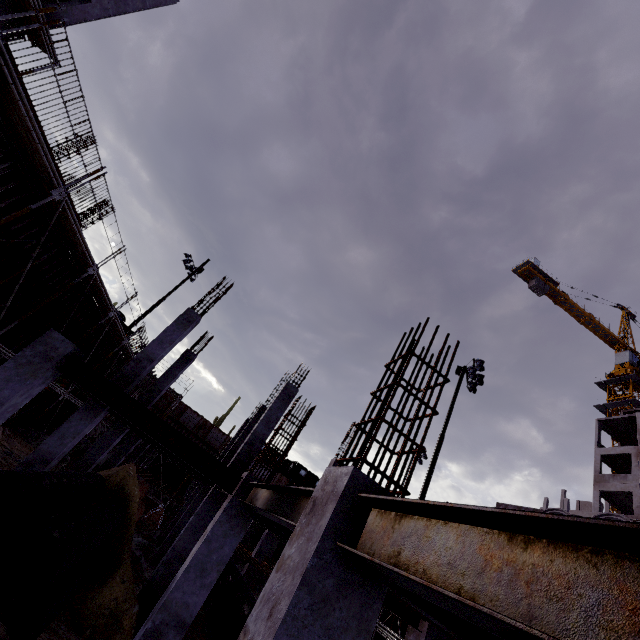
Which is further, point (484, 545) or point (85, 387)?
point (85, 387)

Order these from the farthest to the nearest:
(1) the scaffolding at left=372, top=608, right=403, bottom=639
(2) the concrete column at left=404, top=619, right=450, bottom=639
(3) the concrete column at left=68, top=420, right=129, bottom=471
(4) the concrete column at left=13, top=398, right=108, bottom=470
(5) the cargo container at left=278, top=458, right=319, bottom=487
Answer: (5) the cargo container at left=278, top=458, right=319, bottom=487, (3) the concrete column at left=68, top=420, right=129, bottom=471, (1) the scaffolding at left=372, top=608, right=403, bottom=639, (4) the concrete column at left=13, top=398, right=108, bottom=470, (2) the concrete column at left=404, top=619, right=450, bottom=639

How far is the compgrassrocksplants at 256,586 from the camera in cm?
1834

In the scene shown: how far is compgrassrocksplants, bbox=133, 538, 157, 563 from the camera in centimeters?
1612cm

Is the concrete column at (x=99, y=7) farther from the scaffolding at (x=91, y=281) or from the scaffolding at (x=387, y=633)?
the scaffolding at (x=387, y=633)

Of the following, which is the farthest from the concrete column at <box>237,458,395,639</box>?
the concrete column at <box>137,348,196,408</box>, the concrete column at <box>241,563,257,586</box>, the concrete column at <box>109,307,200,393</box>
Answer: the concrete column at <box>241,563,257,586</box>

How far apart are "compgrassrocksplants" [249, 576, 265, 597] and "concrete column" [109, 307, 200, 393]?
14.23m

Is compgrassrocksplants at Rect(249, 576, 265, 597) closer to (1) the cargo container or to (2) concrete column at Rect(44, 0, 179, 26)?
(1) the cargo container
